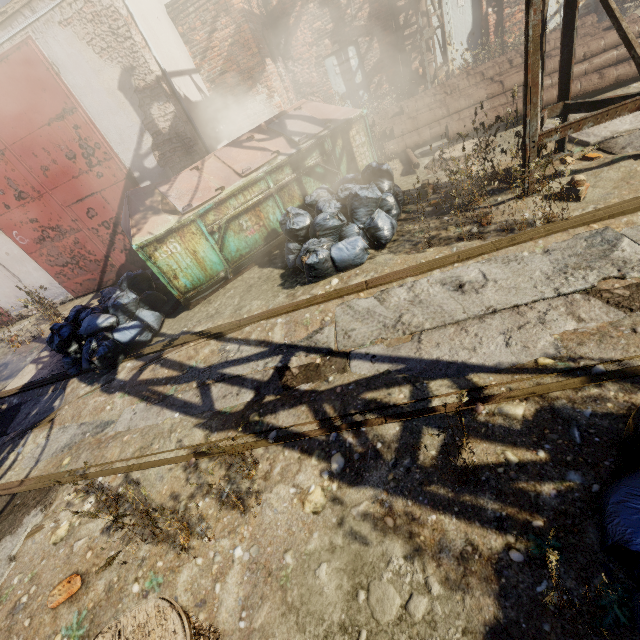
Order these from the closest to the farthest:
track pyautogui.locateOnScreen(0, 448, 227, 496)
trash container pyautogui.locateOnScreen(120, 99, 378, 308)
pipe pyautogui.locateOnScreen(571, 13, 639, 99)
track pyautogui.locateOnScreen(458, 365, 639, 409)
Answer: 1. track pyautogui.locateOnScreen(458, 365, 639, 409)
2. track pyautogui.locateOnScreen(0, 448, 227, 496)
3. trash container pyautogui.locateOnScreen(120, 99, 378, 308)
4. pipe pyautogui.locateOnScreen(571, 13, 639, 99)

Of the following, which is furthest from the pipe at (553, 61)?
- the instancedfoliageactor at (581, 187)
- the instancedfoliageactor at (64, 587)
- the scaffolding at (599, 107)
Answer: the instancedfoliageactor at (64, 587)

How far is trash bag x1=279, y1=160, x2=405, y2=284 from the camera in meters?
4.3

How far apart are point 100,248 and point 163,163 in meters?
2.8

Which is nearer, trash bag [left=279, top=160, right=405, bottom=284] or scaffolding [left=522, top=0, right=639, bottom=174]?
scaffolding [left=522, top=0, right=639, bottom=174]

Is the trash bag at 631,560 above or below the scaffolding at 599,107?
below

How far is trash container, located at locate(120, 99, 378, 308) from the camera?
4.77m

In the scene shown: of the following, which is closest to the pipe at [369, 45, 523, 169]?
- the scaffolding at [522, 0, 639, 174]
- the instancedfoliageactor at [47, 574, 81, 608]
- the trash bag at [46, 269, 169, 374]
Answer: the scaffolding at [522, 0, 639, 174]
